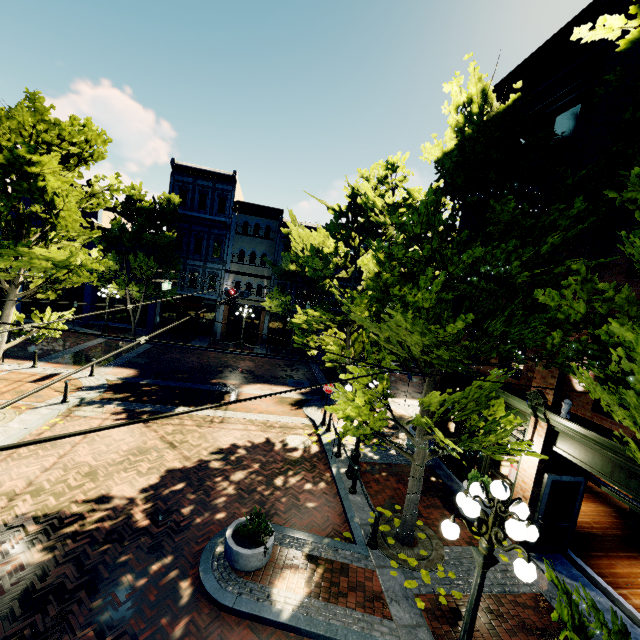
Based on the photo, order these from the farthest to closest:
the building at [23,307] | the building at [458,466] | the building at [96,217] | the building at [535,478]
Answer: the building at [23,307], the building at [96,217], the building at [458,466], the building at [535,478]

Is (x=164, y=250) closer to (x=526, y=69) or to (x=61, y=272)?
(x=61, y=272)

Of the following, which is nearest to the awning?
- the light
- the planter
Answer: the planter

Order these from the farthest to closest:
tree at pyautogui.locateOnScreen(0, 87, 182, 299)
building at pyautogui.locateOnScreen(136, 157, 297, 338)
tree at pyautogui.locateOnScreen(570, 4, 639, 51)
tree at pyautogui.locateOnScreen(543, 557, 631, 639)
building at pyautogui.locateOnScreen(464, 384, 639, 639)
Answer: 1. building at pyautogui.locateOnScreen(136, 157, 297, 338)
2. tree at pyautogui.locateOnScreen(0, 87, 182, 299)
3. building at pyautogui.locateOnScreen(464, 384, 639, 639)
4. tree at pyautogui.locateOnScreen(570, 4, 639, 51)
5. tree at pyautogui.locateOnScreen(543, 557, 631, 639)

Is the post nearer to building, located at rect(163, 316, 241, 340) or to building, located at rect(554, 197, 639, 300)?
building, located at rect(554, 197, 639, 300)

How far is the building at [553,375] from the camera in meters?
7.8 m

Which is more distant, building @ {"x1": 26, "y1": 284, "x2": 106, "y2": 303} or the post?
building @ {"x1": 26, "y1": 284, "x2": 106, "y2": 303}

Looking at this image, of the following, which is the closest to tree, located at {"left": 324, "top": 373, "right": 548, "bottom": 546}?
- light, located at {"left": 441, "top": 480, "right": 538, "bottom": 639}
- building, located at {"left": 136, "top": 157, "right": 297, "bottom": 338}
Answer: building, located at {"left": 136, "top": 157, "right": 297, "bottom": 338}
